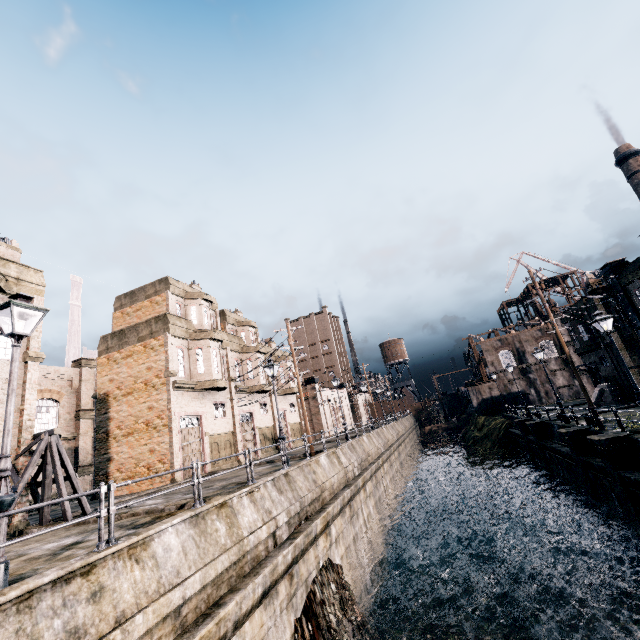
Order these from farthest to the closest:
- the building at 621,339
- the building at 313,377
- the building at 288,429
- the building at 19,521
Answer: the building at 313,377 < the building at 288,429 < the building at 621,339 < the building at 19,521

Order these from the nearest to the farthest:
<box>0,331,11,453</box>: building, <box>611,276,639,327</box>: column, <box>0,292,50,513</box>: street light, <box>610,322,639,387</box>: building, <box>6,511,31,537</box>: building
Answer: <box>0,292,50,513</box>: street light, <box>6,511,31,537</box>: building, <box>0,331,11,453</box>: building, <box>611,276,639,327</box>: column, <box>610,322,639,387</box>: building

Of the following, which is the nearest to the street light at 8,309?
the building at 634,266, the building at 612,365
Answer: the building at 612,365

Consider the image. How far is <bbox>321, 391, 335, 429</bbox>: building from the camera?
57.16m

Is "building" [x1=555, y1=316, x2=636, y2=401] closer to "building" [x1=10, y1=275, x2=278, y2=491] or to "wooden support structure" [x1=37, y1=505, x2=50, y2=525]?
"building" [x1=10, y1=275, x2=278, y2=491]

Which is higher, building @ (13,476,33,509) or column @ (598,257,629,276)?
column @ (598,257,629,276)

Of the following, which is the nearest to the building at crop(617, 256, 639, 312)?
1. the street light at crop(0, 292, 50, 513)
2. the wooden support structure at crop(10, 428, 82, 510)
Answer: the street light at crop(0, 292, 50, 513)

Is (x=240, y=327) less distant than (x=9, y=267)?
No
